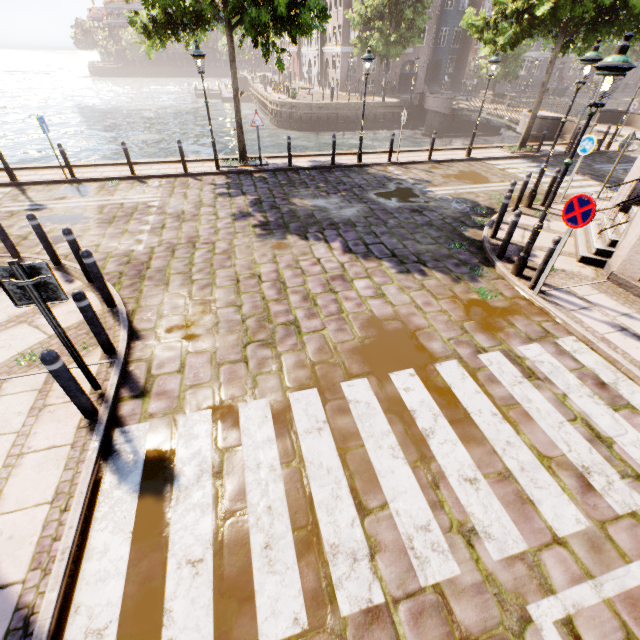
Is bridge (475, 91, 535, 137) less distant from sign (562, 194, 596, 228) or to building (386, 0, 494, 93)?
building (386, 0, 494, 93)

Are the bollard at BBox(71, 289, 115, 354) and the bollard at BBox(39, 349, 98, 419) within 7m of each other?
yes

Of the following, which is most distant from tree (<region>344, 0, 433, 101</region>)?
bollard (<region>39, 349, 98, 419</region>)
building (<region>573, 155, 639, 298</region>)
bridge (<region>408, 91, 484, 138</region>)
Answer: bollard (<region>39, 349, 98, 419</region>)

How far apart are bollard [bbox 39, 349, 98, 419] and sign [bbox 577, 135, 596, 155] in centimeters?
1335cm

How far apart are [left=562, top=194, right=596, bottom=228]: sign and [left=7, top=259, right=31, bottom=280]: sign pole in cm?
762

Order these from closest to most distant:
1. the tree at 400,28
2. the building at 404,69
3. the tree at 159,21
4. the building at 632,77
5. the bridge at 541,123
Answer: the tree at 159,21 → the bridge at 541,123 → the tree at 400,28 → the building at 404,69 → the building at 632,77

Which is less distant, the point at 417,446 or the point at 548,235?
the point at 417,446

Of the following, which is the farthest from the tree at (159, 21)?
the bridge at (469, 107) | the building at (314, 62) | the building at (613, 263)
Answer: the building at (613, 263)
